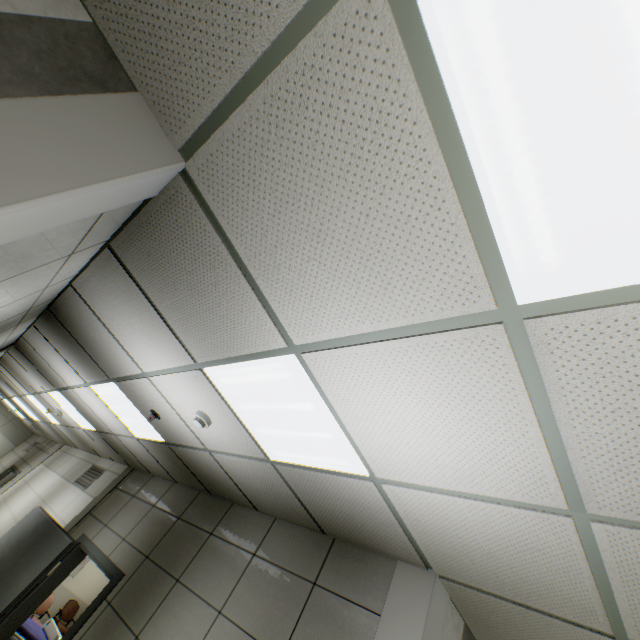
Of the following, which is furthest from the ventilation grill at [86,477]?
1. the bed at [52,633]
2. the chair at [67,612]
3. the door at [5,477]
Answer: the chair at [67,612]

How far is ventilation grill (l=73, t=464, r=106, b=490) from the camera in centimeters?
656cm

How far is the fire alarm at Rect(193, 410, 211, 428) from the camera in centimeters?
273cm

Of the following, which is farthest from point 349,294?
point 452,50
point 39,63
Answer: point 39,63

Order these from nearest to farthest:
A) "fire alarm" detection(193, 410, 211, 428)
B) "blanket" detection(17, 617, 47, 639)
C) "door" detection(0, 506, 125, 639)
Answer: "fire alarm" detection(193, 410, 211, 428) < "door" detection(0, 506, 125, 639) < "blanket" detection(17, 617, 47, 639)

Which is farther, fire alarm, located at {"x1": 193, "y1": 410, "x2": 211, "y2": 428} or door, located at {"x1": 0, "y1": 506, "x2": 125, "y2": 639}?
door, located at {"x1": 0, "y1": 506, "x2": 125, "y2": 639}

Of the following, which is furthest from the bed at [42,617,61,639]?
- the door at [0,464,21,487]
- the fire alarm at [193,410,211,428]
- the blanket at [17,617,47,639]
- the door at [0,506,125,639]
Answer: the fire alarm at [193,410,211,428]

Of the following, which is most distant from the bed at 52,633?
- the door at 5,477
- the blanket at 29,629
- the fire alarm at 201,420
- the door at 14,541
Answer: the fire alarm at 201,420
